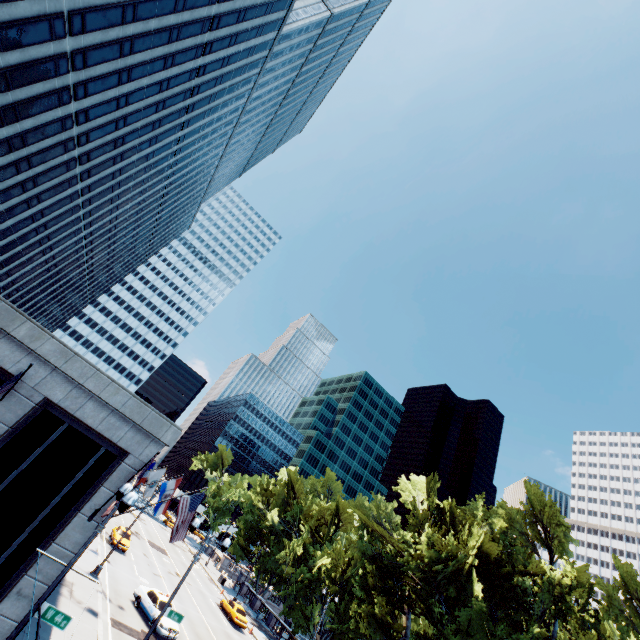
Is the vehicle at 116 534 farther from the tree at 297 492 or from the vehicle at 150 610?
the tree at 297 492

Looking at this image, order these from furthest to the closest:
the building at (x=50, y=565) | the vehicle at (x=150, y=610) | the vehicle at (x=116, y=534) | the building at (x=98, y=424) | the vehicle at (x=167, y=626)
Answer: the vehicle at (x=116, y=534) < the vehicle at (x=150, y=610) < the vehicle at (x=167, y=626) < the building at (x=98, y=424) < the building at (x=50, y=565)

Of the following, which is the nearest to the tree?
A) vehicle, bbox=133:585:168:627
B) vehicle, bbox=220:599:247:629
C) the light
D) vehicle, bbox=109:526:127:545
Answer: vehicle, bbox=220:599:247:629

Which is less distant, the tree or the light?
the light

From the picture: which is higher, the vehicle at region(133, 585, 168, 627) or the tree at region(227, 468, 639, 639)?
the tree at region(227, 468, 639, 639)

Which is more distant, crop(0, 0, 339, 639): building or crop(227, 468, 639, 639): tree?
crop(227, 468, 639, 639): tree

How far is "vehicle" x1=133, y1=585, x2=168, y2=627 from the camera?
23.0m

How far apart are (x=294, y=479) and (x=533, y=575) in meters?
33.2 m
